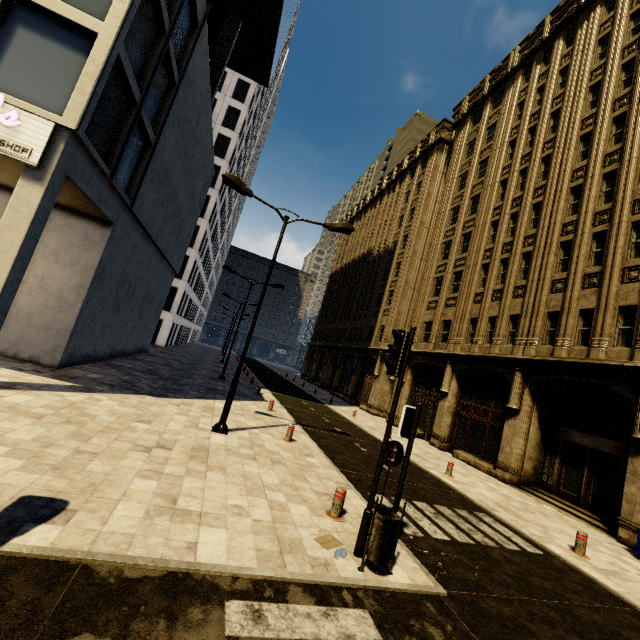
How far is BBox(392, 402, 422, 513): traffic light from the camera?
5.56m

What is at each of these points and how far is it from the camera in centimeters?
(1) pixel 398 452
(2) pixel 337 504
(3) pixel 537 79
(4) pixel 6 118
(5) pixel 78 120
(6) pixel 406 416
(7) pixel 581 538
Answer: (1) sign, 626cm
(2) metal bar, 648cm
(3) building, 2109cm
(4) sign, 803cm
(5) building, 846cm
(6) traffic light, 589cm
(7) metal bar, 837cm

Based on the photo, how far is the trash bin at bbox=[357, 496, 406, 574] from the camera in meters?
4.9

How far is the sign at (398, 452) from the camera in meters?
6.1 m

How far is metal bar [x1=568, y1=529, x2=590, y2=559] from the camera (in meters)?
8.28

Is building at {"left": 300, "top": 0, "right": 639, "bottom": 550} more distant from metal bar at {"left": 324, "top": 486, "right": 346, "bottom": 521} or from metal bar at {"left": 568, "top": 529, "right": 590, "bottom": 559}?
metal bar at {"left": 324, "top": 486, "right": 346, "bottom": 521}

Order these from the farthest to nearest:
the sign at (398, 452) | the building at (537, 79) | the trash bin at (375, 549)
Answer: the building at (537, 79), the sign at (398, 452), the trash bin at (375, 549)

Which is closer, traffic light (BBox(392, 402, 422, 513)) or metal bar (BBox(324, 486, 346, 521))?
traffic light (BBox(392, 402, 422, 513))
